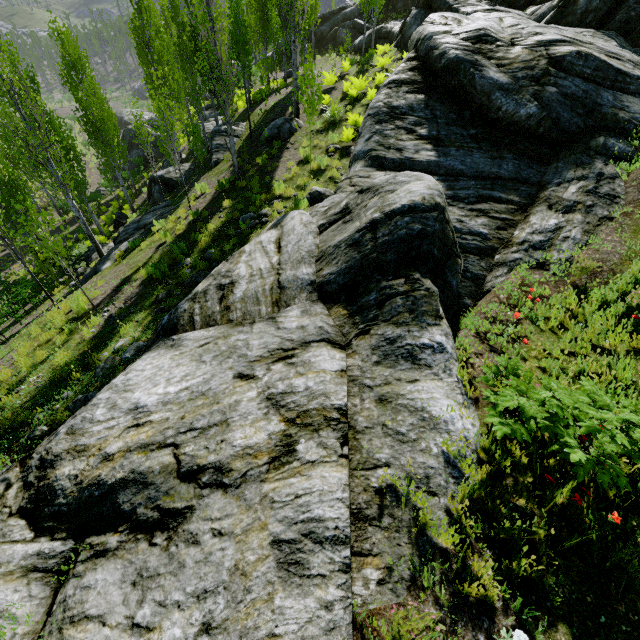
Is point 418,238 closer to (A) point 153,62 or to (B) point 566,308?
(B) point 566,308

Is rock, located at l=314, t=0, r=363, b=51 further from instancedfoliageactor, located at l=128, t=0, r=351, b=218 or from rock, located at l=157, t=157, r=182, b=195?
rock, located at l=157, t=157, r=182, b=195

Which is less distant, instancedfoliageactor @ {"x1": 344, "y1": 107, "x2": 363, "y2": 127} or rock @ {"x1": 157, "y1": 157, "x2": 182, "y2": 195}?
instancedfoliageactor @ {"x1": 344, "y1": 107, "x2": 363, "y2": 127}

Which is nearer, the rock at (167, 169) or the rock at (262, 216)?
the rock at (262, 216)

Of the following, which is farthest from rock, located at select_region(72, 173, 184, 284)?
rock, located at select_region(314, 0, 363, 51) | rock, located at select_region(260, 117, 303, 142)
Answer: rock, located at select_region(314, 0, 363, 51)

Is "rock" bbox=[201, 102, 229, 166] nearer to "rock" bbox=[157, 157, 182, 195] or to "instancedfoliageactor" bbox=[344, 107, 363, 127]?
"instancedfoliageactor" bbox=[344, 107, 363, 127]

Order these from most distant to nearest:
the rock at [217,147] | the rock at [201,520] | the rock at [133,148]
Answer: the rock at [133,148] → the rock at [217,147] → the rock at [201,520]

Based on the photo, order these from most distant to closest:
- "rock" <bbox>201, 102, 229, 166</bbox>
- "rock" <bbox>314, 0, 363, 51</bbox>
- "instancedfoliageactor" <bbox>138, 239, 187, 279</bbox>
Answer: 1. "rock" <bbox>314, 0, 363, 51</bbox>
2. "rock" <bbox>201, 102, 229, 166</bbox>
3. "instancedfoliageactor" <bbox>138, 239, 187, 279</bbox>
